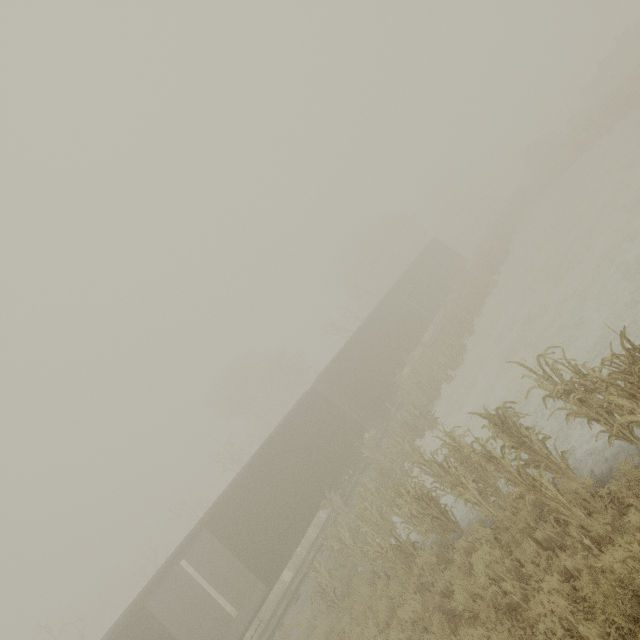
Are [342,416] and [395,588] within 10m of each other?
yes

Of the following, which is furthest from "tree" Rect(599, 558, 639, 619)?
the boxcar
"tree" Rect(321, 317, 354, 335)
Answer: "tree" Rect(321, 317, 354, 335)

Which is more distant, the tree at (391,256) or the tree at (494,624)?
the tree at (391,256)

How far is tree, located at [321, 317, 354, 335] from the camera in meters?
33.8 m

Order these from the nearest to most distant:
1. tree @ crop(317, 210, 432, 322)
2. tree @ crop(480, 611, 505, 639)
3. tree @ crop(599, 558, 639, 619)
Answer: tree @ crop(599, 558, 639, 619) → tree @ crop(480, 611, 505, 639) → tree @ crop(317, 210, 432, 322)

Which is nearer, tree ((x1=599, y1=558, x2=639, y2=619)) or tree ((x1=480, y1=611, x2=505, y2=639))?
tree ((x1=599, y1=558, x2=639, y2=619))

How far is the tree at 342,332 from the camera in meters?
33.8 m

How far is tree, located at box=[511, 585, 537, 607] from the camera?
4.9 meters
